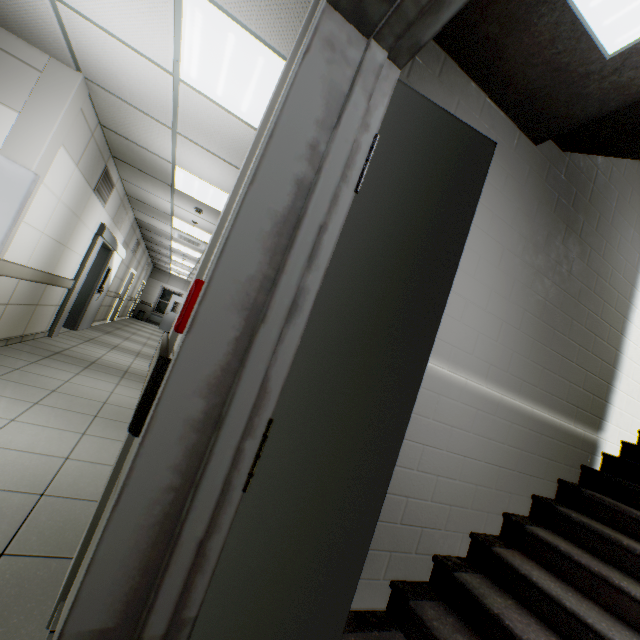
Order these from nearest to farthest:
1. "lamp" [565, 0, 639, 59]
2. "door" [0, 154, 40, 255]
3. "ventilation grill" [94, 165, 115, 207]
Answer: "lamp" [565, 0, 639, 59]
"door" [0, 154, 40, 255]
"ventilation grill" [94, 165, 115, 207]

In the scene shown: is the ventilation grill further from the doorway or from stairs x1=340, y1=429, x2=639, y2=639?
stairs x1=340, y1=429, x2=639, y2=639

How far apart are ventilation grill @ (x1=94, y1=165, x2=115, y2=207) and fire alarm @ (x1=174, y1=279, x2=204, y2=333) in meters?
5.8

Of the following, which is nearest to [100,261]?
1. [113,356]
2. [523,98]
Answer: [113,356]

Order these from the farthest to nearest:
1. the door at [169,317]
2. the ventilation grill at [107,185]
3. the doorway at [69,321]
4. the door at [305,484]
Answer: the door at [169,317] → the doorway at [69,321] → the ventilation grill at [107,185] → the door at [305,484]

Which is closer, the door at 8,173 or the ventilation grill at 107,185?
the door at 8,173

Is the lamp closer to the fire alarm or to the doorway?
the fire alarm

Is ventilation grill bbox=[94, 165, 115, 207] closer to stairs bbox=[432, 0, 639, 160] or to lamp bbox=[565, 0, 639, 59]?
stairs bbox=[432, 0, 639, 160]
